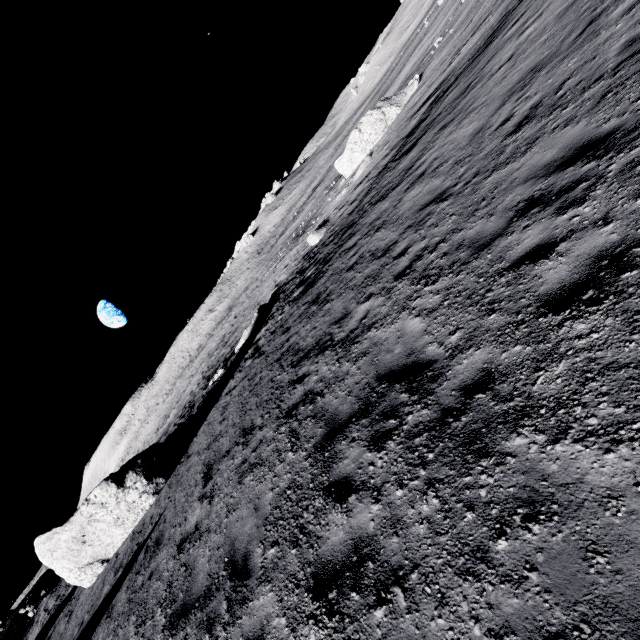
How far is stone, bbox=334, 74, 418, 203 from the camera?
26.45m

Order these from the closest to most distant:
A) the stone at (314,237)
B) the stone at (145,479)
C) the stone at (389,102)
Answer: the stone at (145,479)
the stone at (314,237)
the stone at (389,102)

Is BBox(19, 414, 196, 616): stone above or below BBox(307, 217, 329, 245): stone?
above

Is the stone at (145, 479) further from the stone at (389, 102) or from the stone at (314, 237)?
the stone at (389, 102)

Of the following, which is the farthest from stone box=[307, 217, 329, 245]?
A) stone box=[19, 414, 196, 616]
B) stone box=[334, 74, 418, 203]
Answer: stone box=[19, 414, 196, 616]

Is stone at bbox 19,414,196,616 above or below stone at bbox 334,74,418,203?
above

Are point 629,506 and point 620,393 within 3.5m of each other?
yes

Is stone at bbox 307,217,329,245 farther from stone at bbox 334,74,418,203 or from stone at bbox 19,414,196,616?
stone at bbox 19,414,196,616
